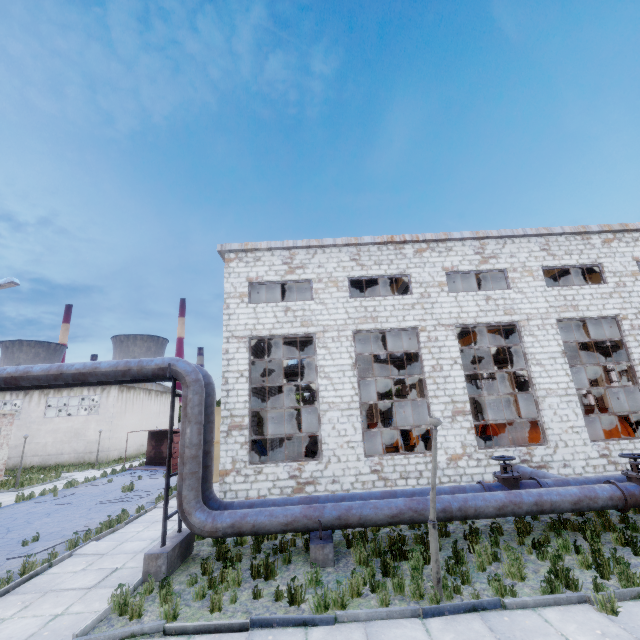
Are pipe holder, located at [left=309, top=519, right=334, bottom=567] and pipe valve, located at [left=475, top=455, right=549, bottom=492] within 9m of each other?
yes

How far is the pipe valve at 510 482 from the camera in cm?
910

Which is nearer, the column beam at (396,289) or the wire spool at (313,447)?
the column beam at (396,289)

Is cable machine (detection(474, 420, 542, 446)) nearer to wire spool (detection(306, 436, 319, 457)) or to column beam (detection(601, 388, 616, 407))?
wire spool (detection(306, 436, 319, 457))

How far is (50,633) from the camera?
5.8m

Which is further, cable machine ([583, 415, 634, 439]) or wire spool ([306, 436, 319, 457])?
wire spool ([306, 436, 319, 457])

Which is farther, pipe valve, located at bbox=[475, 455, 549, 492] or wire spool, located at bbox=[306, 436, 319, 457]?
wire spool, located at bbox=[306, 436, 319, 457]

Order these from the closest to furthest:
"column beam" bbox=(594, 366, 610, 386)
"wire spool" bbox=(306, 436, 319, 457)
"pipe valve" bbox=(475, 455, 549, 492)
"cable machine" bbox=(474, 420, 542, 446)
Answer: "pipe valve" bbox=(475, 455, 549, 492)
"cable machine" bbox=(474, 420, 542, 446)
"wire spool" bbox=(306, 436, 319, 457)
"column beam" bbox=(594, 366, 610, 386)
